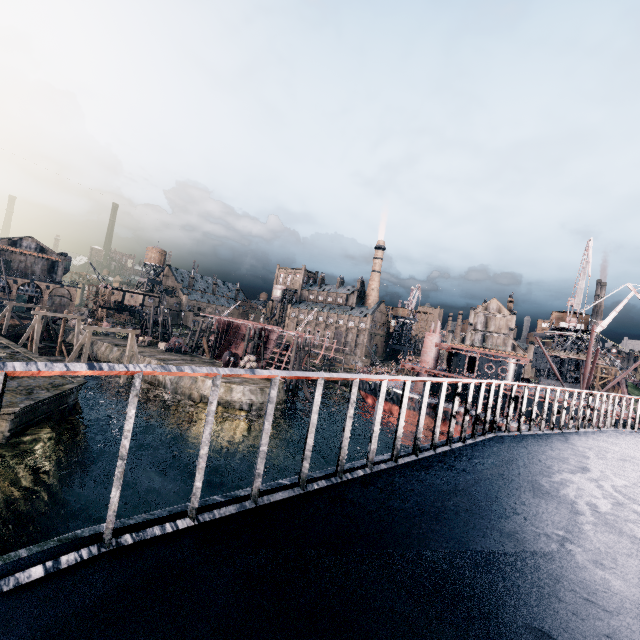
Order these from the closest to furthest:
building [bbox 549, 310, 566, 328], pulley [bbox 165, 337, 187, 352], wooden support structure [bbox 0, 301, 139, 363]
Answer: wooden support structure [bbox 0, 301, 139, 363] → pulley [bbox 165, 337, 187, 352] → building [bbox 549, 310, 566, 328]

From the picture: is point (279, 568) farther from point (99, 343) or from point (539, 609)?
point (99, 343)

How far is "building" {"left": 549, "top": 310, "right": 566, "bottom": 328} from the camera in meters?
54.5

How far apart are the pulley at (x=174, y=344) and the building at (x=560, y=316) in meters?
62.5

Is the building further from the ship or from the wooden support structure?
the wooden support structure

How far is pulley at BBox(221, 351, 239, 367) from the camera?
44.6m

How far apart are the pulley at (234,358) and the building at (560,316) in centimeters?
5193cm

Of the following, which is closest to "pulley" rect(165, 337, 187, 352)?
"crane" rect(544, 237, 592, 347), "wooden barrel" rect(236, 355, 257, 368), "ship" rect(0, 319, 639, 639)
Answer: "wooden barrel" rect(236, 355, 257, 368)
